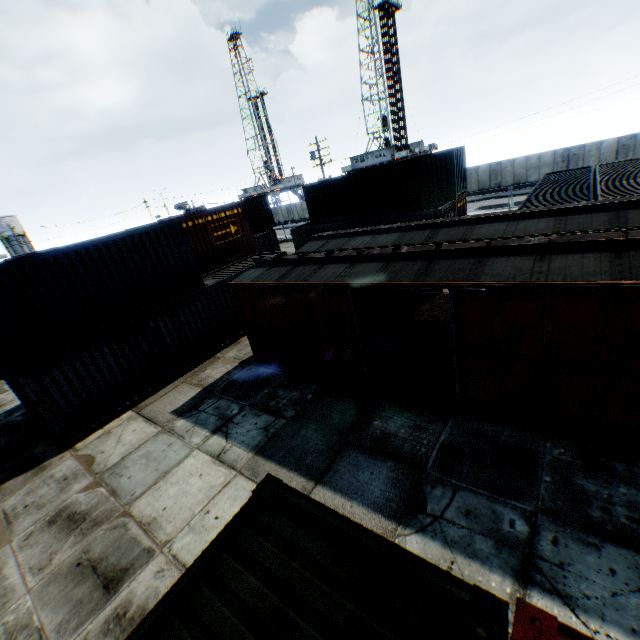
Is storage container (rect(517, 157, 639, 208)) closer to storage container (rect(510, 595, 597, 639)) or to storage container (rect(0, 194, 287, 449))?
storage container (rect(0, 194, 287, 449))

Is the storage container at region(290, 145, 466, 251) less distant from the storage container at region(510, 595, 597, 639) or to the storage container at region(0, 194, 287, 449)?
the storage container at region(0, 194, 287, 449)

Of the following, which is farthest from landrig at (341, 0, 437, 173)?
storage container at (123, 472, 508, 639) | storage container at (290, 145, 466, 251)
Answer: storage container at (123, 472, 508, 639)

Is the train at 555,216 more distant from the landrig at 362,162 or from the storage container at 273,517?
the landrig at 362,162

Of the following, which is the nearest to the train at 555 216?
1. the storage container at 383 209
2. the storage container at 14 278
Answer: the storage container at 14 278

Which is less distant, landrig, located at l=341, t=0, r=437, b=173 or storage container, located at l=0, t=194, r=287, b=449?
storage container, located at l=0, t=194, r=287, b=449

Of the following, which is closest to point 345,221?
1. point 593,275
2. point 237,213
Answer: point 237,213

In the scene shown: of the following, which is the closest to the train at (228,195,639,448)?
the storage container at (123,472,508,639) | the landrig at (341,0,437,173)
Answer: the storage container at (123,472,508,639)
